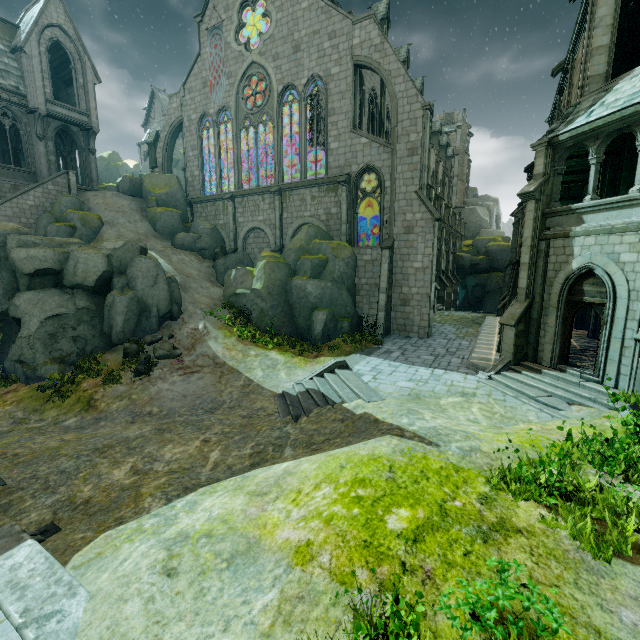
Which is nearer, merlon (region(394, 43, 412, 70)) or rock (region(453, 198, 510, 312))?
merlon (region(394, 43, 412, 70))

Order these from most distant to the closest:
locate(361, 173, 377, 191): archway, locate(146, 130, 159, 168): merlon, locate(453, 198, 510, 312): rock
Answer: locate(453, 198, 510, 312): rock → locate(146, 130, 159, 168): merlon → locate(361, 173, 377, 191): archway

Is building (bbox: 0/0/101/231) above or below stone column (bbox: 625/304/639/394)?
above

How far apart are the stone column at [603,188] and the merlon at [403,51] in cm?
2006

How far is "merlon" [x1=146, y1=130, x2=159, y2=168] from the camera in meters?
30.9 m

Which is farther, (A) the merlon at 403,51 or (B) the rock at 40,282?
(A) the merlon at 403,51

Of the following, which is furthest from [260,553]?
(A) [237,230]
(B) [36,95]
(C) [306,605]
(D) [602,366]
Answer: (B) [36,95]

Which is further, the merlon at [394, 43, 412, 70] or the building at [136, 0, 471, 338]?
the merlon at [394, 43, 412, 70]
